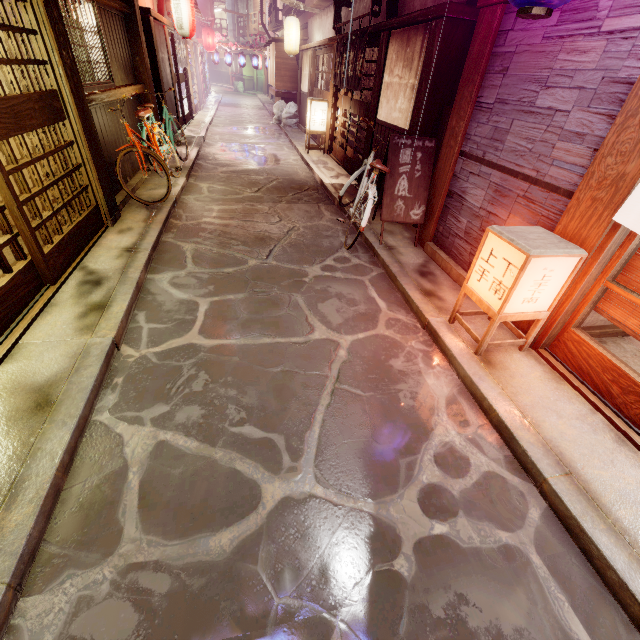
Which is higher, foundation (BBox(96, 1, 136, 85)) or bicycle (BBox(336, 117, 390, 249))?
foundation (BBox(96, 1, 136, 85))

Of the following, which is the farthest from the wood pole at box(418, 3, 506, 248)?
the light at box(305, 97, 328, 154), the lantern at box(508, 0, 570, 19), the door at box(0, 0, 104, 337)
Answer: the light at box(305, 97, 328, 154)

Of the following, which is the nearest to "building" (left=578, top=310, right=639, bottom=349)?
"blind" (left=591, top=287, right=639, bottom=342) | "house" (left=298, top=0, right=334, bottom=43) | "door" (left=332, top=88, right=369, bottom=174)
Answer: "blind" (left=591, top=287, right=639, bottom=342)

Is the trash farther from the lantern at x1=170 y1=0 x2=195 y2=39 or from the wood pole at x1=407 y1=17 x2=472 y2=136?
the wood pole at x1=407 y1=17 x2=472 y2=136

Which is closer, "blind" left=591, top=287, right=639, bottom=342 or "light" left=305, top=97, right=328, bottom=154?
"blind" left=591, top=287, right=639, bottom=342

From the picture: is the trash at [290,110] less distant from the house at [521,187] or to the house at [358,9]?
the house at [358,9]

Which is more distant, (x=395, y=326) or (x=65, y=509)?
(x=395, y=326)

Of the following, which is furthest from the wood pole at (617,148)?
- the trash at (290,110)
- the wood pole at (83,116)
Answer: the trash at (290,110)
